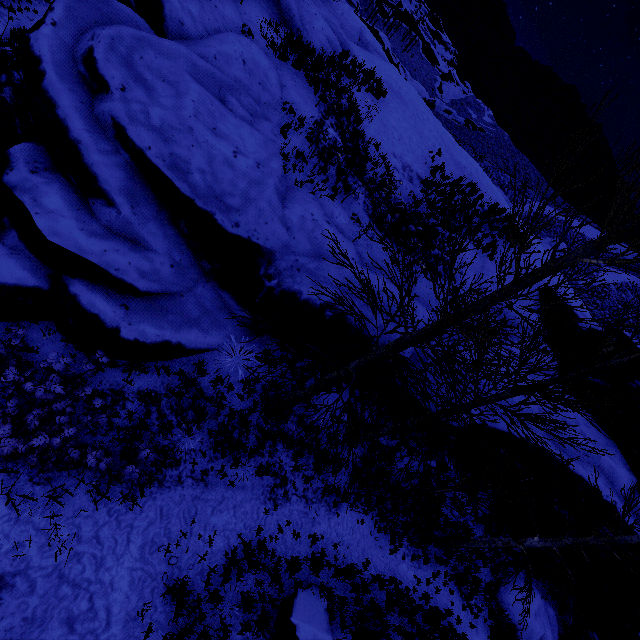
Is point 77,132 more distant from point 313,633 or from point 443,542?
point 443,542

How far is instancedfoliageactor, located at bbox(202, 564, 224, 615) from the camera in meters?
6.4

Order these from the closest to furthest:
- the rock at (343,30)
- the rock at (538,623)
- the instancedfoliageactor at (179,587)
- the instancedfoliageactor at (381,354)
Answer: the instancedfoliageactor at (381,354), the instancedfoliageactor at (179,587), the rock at (538,623), the rock at (343,30)

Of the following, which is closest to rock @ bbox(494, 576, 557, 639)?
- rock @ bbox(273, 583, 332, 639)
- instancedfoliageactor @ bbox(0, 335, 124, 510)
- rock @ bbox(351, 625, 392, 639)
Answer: instancedfoliageactor @ bbox(0, 335, 124, 510)

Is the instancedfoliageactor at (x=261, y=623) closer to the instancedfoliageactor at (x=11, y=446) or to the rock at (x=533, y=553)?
the rock at (x=533, y=553)

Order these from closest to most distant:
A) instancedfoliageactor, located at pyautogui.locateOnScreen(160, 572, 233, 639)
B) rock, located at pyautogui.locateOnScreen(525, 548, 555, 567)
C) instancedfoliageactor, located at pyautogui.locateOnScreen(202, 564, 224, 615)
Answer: instancedfoliageactor, located at pyautogui.locateOnScreen(160, 572, 233, 639), instancedfoliageactor, located at pyautogui.locateOnScreen(202, 564, 224, 615), rock, located at pyautogui.locateOnScreen(525, 548, 555, 567)

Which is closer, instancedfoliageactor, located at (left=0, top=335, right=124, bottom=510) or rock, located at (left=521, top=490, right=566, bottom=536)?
instancedfoliageactor, located at (left=0, top=335, right=124, bottom=510)

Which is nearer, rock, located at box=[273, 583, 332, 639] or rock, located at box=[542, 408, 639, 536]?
rock, located at box=[273, 583, 332, 639]
